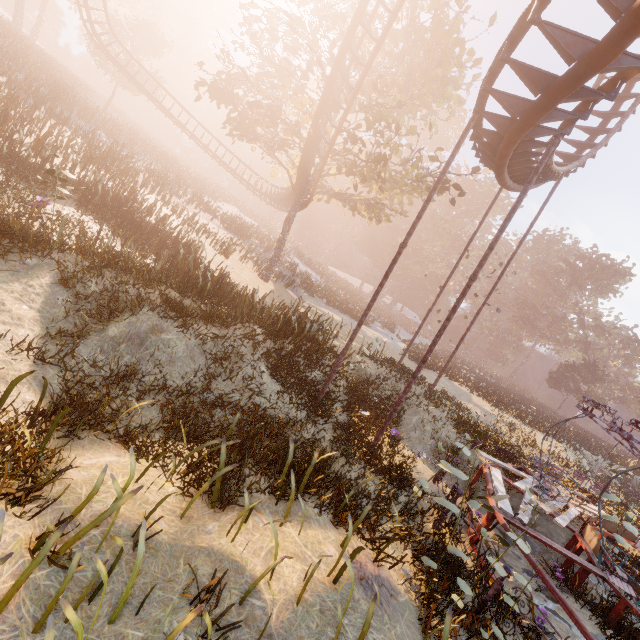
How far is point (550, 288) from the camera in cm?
5806

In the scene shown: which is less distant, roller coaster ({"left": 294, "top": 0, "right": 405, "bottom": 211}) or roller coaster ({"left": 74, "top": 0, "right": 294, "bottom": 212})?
roller coaster ({"left": 294, "top": 0, "right": 405, "bottom": 211})

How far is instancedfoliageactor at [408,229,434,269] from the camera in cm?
5632

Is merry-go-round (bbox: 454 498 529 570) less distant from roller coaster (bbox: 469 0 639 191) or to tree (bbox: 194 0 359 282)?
roller coaster (bbox: 469 0 639 191)

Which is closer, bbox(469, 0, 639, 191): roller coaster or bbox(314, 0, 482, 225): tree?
bbox(469, 0, 639, 191): roller coaster

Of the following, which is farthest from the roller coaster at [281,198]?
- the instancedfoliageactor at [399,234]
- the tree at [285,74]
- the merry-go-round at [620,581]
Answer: the instancedfoliageactor at [399,234]

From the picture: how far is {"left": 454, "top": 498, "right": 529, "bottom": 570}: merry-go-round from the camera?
6.7m

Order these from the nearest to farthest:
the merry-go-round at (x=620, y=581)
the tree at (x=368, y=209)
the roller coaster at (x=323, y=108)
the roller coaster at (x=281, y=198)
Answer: the merry-go-round at (x=620, y=581) < the roller coaster at (x=323, y=108) < the tree at (x=368, y=209) < the roller coaster at (x=281, y=198)
